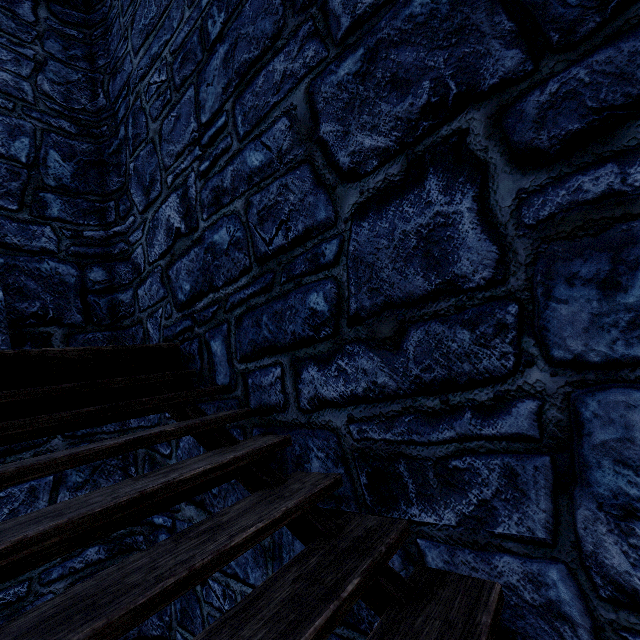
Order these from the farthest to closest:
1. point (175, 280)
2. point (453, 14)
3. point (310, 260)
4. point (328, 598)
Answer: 1. point (175, 280)
2. point (310, 260)
3. point (453, 14)
4. point (328, 598)
